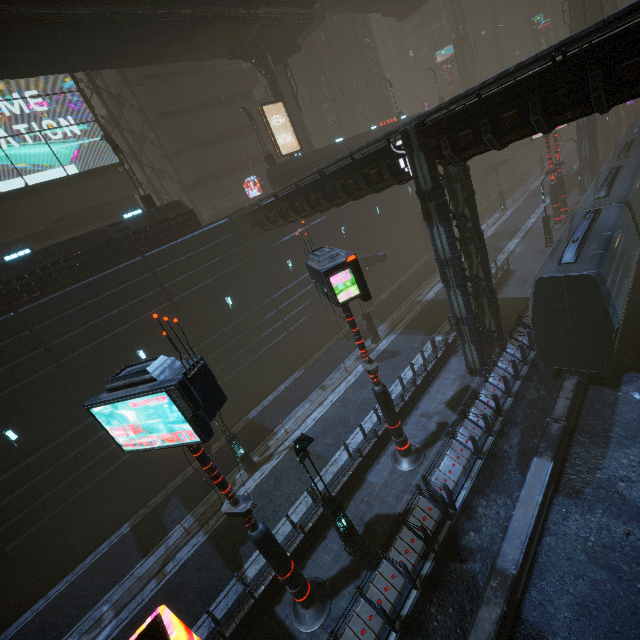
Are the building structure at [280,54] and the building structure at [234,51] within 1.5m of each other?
yes

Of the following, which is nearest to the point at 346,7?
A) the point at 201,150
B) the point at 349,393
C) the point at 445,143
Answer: the point at 201,150

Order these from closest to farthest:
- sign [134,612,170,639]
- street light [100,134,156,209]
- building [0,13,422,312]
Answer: sign [134,612,170,639] < building [0,13,422,312] < street light [100,134,156,209]

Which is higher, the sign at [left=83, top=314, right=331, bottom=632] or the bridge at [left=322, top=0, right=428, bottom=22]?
the bridge at [left=322, top=0, right=428, bottom=22]

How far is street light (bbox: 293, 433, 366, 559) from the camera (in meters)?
9.01

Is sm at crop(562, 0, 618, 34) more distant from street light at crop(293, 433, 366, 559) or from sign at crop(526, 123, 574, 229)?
street light at crop(293, 433, 366, 559)

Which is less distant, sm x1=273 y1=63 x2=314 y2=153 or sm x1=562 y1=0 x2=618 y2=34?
sm x1=273 y1=63 x2=314 y2=153

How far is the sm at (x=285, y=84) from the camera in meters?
26.7
